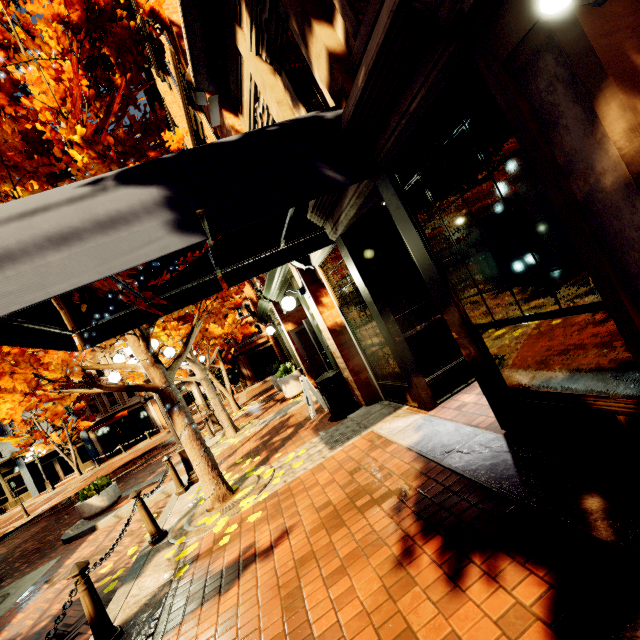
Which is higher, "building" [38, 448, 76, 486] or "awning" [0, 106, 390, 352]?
"awning" [0, 106, 390, 352]

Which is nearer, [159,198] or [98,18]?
[159,198]

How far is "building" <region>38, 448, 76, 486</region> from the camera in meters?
28.6 m

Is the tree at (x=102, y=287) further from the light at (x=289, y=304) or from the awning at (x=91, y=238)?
the light at (x=289, y=304)

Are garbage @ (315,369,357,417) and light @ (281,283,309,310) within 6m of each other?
yes

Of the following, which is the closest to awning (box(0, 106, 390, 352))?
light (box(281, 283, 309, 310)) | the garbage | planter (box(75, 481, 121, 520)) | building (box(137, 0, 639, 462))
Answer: building (box(137, 0, 639, 462))

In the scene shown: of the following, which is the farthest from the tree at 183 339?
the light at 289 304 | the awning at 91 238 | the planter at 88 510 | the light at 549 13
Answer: the light at 549 13

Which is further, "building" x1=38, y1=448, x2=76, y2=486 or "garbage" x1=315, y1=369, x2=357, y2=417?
"building" x1=38, y1=448, x2=76, y2=486
